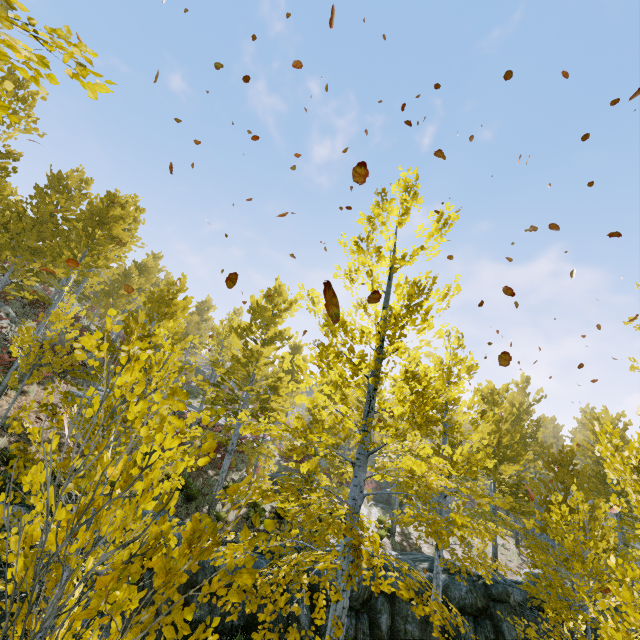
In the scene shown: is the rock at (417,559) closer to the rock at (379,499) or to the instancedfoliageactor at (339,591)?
the instancedfoliageactor at (339,591)

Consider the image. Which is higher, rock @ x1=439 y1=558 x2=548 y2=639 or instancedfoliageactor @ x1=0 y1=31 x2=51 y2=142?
instancedfoliageactor @ x1=0 y1=31 x2=51 y2=142

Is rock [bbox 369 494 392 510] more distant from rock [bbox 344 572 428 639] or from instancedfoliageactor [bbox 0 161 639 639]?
rock [bbox 344 572 428 639]

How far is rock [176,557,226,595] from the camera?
8.0m

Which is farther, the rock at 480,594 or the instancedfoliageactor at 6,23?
the rock at 480,594

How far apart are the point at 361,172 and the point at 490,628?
14.5m

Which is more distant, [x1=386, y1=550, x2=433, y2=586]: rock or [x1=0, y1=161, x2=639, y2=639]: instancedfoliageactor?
[x1=386, y1=550, x2=433, y2=586]: rock

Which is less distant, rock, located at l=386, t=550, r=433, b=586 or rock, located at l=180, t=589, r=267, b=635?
rock, located at l=180, t=589, r=267, b=635
